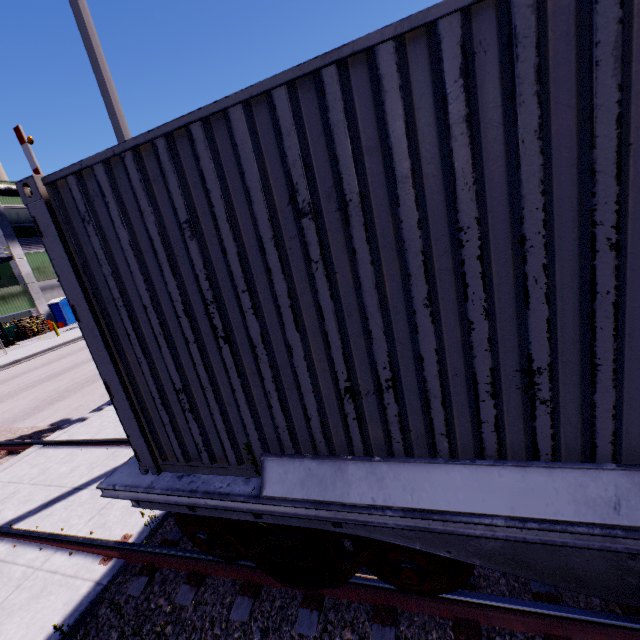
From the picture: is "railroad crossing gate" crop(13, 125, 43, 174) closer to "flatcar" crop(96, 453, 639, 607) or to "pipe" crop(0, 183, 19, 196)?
"flatcar" crop(96, 453, 639, 607)

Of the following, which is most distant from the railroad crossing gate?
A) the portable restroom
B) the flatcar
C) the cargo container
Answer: the portable restroom

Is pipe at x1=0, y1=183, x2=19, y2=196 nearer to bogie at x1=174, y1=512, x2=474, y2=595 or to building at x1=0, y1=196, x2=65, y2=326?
building at x1=0, y1=196, x2=65, y2=326

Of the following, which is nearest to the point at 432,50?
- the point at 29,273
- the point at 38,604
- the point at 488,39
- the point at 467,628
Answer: the point at 488,39

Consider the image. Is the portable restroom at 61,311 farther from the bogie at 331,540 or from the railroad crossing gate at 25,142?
the bogie at 331,540

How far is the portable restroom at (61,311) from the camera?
33.4 meters

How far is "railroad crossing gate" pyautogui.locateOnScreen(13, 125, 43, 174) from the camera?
8.2 meters

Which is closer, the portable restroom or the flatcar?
the flatcar
